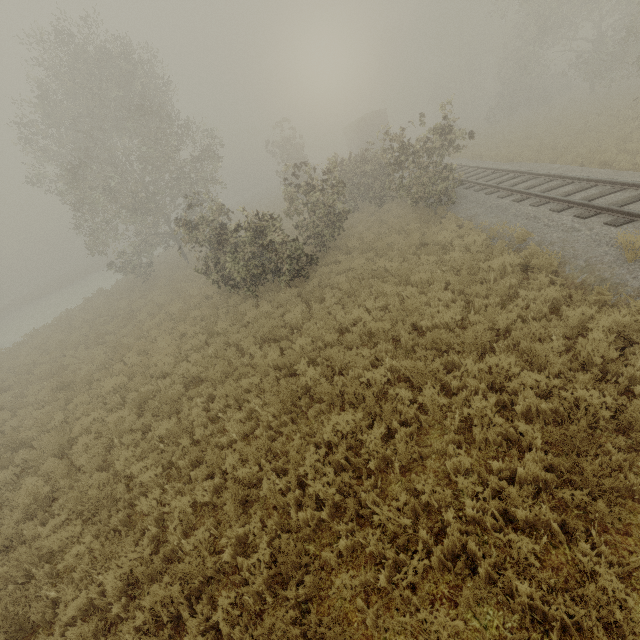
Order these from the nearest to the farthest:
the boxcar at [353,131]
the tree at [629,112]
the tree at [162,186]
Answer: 1. the tree at [162,186]
2. the tree at [629,112]
3. the boxcar at [353,131]

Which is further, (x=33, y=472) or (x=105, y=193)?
(x=105, y=193)

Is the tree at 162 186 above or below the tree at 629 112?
above

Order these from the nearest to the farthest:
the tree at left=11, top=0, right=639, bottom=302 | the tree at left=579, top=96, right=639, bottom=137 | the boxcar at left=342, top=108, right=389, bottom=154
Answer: the tree at left=11, top=0, right=639, bottom=302 → the tree at left=579, top=96, right=639, bottom=137 → the boxcar at left=342, top=108, right=389, bottom=154

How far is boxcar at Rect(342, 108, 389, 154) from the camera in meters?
35.3 m

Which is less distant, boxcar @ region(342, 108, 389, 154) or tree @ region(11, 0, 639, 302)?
tree @ region(11, 0, 639, 302)

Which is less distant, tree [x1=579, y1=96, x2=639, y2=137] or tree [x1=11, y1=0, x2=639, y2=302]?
tree [x1=11, y1=0, x2=639, y2=302]
